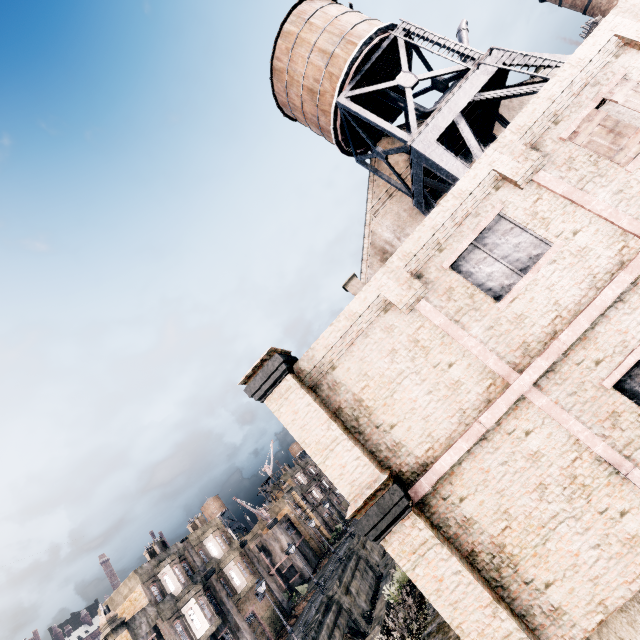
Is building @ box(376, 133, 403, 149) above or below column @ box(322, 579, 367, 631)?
above

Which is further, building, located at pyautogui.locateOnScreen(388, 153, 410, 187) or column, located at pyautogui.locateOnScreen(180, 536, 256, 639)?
column, located at pyautogui.locateOnScreen(180, 536, 256, 639)

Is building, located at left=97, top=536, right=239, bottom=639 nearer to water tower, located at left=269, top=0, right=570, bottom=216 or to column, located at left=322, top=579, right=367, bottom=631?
column, located at left=322, top=579, right=367, bottom=631

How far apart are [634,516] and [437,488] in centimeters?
389cm

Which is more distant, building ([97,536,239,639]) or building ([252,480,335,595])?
building ([252,480,335,595])

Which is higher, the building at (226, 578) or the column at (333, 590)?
the building at (226, 578)

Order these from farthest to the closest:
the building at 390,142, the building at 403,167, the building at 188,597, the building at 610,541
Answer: the building at 188,597 < the building at 390,142 < the building at 403,167 < the building at 610,541

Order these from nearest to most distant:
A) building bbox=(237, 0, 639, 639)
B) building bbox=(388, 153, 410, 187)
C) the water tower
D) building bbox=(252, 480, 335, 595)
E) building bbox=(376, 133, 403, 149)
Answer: building bbox=(237, 0, 639, 639) → the water tower → building bbox=(388, 153, 410, 187) → building bbox=(376, 133, 403, 149) → building bbox=(252, 480, 335, 595)
